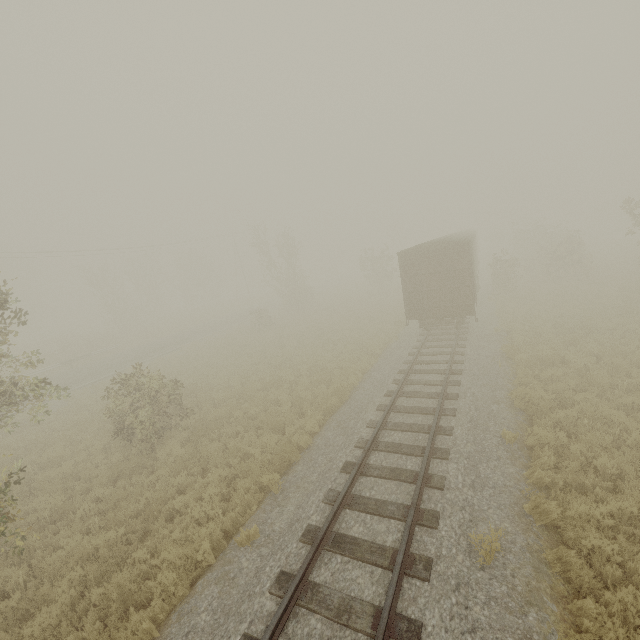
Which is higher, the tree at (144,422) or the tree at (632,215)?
the tree at (632,215)

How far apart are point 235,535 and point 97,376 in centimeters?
2147cm

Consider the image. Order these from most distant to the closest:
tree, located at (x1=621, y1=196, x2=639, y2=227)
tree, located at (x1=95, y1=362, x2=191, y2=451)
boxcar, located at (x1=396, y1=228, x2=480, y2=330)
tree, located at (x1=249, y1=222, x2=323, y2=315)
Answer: Result: tree, located at (x1=249, y1=222, x2=323, y2=315) → tree, located at (x1=621, y1=196, x2=639, y2=227) → boxcar, located at (x1=396, y1=228, x2=480, y2=330) → tree, located at (x1=95, y1=362, x2=191, y2=451)

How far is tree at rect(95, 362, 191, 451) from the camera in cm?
1159

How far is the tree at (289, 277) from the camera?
33.34m

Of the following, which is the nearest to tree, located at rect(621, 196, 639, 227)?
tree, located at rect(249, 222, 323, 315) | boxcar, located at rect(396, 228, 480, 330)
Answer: boxcar, located at rect(396, 228, 480, 330)

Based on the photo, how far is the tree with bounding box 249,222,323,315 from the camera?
33.3 meters

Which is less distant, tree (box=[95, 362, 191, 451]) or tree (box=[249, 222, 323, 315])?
tree (box=[95, 362, 191, 451])
